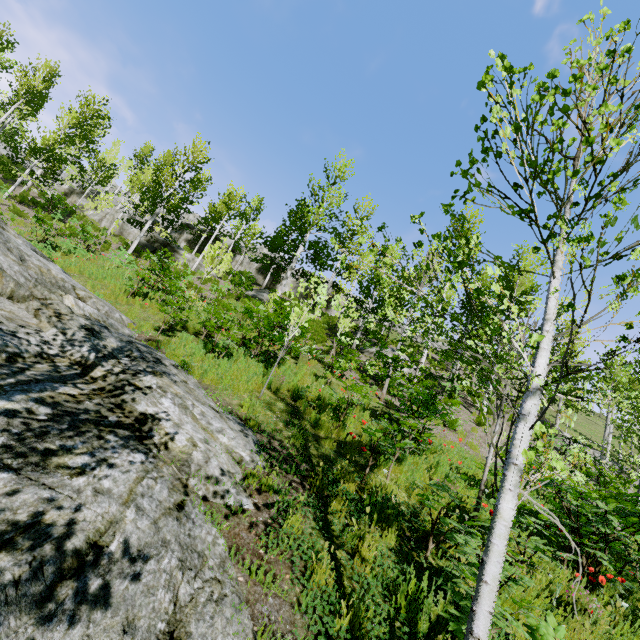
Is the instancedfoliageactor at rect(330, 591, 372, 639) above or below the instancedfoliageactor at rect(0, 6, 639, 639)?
below

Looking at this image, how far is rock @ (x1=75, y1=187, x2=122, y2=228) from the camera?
26.08m

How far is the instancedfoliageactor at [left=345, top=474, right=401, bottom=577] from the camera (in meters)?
3.64

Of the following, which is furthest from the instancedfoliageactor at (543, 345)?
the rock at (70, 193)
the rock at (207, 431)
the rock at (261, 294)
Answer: the rock at (261, 294)

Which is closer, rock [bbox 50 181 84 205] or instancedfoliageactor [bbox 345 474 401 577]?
instancedfoliageactor [bbox 345 474 401 577]

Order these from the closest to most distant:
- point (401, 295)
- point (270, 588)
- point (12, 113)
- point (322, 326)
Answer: point (270, 588) < point (401, 295) < point (322, 326) < point (12, 113)

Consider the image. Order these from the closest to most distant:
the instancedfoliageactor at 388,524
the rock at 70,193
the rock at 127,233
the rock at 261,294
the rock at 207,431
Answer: the rock at 207,431 < the instancedfoliageactor at 388,524 < the rock at 261,294 < the rock at 127,233 < the rock at 70,193

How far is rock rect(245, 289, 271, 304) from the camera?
22.1m
